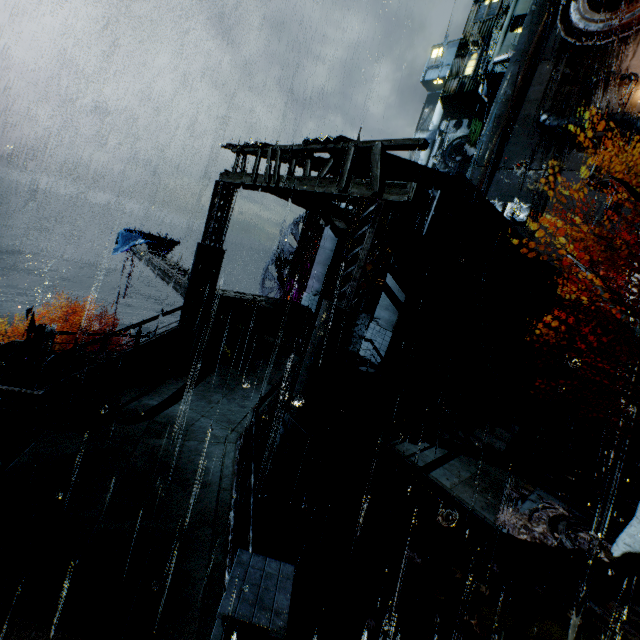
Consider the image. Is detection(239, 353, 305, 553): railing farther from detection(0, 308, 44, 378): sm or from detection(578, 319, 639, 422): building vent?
detection(578, 319, 639, 422): building vent

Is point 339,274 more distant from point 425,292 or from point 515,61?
point 515,61

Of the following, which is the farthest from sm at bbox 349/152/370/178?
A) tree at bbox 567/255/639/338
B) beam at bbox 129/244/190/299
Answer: beam at bbox 129/244/190/299

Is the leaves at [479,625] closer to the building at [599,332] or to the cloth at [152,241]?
the building at [599,332]

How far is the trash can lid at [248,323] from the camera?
14.1 meters

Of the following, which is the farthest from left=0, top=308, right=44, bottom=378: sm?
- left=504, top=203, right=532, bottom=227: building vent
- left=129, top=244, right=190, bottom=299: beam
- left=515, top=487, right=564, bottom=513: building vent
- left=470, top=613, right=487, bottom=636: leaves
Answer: left=504, top=203, right=532, bottom=227: building vent

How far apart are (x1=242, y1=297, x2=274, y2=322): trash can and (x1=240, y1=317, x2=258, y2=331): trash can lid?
0.01m

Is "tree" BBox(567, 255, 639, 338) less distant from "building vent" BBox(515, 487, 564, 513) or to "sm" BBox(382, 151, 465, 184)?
"building vent" BBox(515, 487, 564, 513)
